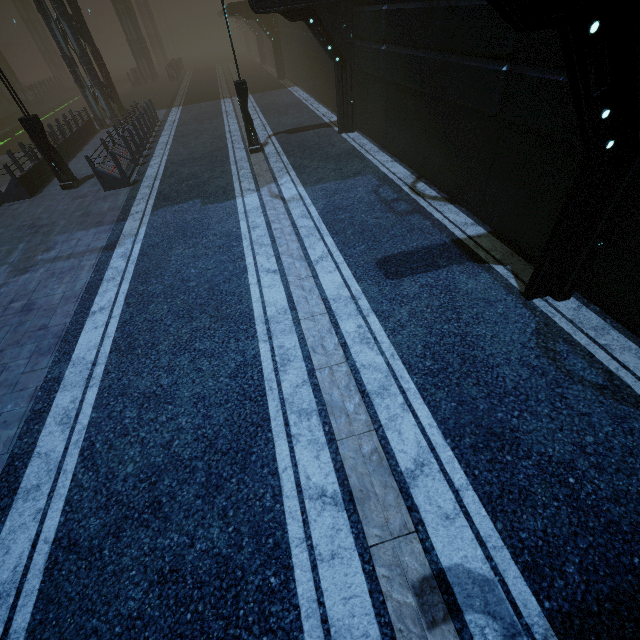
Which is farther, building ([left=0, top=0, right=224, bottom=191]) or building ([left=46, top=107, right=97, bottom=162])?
building ([left=46, top=107, right=97, bottom=162])

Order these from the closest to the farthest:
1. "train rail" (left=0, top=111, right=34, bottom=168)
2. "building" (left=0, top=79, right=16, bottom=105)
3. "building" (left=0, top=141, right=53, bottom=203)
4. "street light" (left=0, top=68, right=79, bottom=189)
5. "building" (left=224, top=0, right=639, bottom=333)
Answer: "building" (left=224, top=0, right=639, bottom=333) → "street light" (left=0, top=68, right=79, bottom=189) → "building" (left=0, top=141, right=53, bottom=203) → "train rail" (left=0, top=111, right=34, bottom=168) → "building" (left=0, top=79, right=16, bottom=105)

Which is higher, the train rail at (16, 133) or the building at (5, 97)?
the building at (5, 97)

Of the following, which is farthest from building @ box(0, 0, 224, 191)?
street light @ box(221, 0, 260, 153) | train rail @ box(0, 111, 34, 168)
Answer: street light @ box(221, 0, 260, 153)

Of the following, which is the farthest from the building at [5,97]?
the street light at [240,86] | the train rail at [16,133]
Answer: Answer: the street light at [240,86]

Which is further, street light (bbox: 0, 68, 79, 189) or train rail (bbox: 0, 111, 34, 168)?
train rail (bbox: 0, 111, 34, 168)

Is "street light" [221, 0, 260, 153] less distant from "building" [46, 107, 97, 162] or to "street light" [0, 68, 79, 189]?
"building" [46, 107, 97, 162]

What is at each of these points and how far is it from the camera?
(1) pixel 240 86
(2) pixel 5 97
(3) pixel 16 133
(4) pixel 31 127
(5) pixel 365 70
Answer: (1) street light, 12.05m
(2) building, 32.50m
(3) train rail, 26.66m
(4) street light, 11.36m
(5) building, 11.87m
